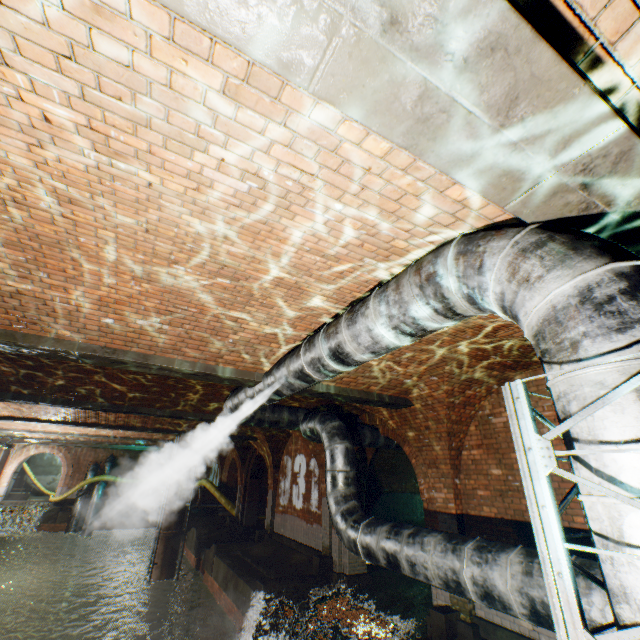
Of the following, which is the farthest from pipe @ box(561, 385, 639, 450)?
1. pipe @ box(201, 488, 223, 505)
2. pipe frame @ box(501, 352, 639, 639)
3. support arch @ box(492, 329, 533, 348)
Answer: pipe @ box(201, 488, 223, 505)

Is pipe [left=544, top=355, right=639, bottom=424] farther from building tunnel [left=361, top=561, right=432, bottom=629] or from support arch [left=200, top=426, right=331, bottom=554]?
support arch [left=200, top=426, right=331, bottom=554]

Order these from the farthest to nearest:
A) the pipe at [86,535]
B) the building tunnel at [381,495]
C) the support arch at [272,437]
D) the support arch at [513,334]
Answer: the pipe at [86,535] < the building tunnel at [381,495] < the support arch at [272,437] < the support arch at [513,334]

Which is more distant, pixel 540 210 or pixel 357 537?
pixel 357 537

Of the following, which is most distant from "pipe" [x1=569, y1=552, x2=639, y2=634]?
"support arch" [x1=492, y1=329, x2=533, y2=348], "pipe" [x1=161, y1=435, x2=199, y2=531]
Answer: "pipe" [x1=161, y1=435, x2=199, y2=531]

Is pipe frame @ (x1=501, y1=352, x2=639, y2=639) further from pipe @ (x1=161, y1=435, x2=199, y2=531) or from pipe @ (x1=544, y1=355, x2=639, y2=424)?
pipe @ (x1=161, y1=435, x2=199, y2=531)

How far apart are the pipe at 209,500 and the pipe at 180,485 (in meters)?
5.57

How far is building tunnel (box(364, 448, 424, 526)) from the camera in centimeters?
1655cm
